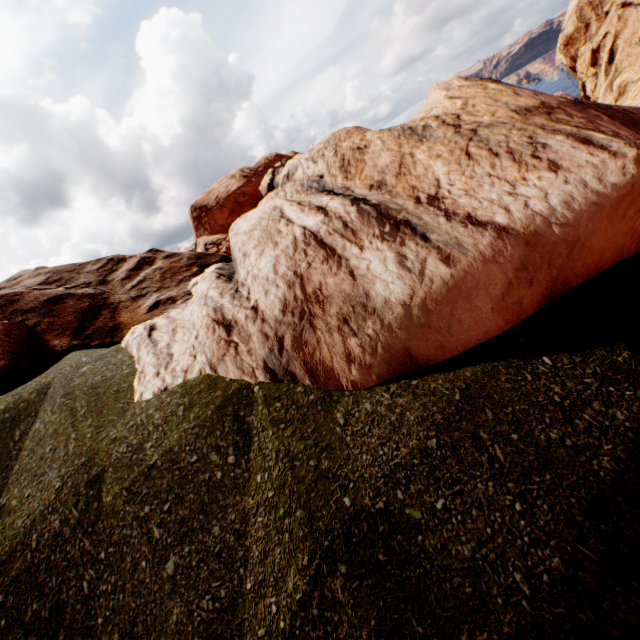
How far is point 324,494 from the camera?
2.8m
